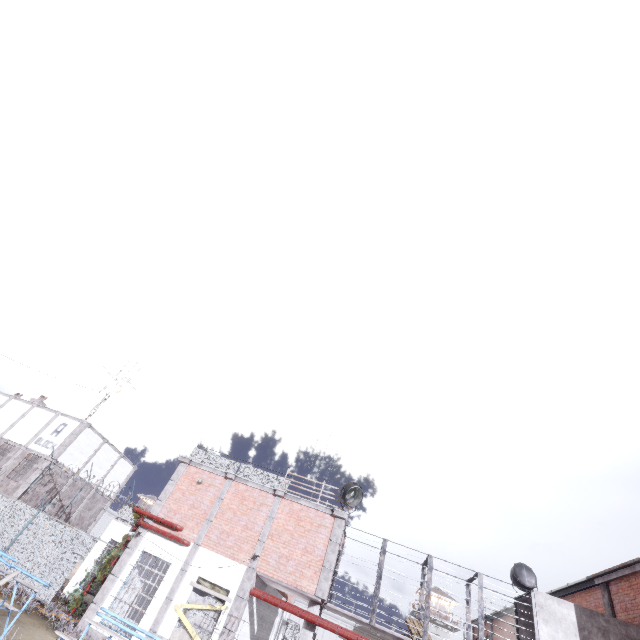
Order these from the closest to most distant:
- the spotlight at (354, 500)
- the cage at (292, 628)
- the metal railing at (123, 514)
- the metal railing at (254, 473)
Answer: the spotlight at (354, 500)
the metal railing at (254, 473)
the metal railing at (123, 514)
the cage at (292, 628)

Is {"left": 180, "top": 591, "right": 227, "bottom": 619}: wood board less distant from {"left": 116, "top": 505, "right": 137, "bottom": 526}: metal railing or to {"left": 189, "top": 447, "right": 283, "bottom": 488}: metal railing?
{"left": 189, "top": 447, "right": 283, "bottom": 488}: metal railing

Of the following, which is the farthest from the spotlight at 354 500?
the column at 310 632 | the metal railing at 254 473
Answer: the column at 310 632

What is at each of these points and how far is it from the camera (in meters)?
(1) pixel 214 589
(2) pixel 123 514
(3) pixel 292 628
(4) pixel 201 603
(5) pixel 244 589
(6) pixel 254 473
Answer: (1) wood board, 13.58
(2) metal railing, 21.44
(3) cage, 34.19
(4) wood board, 13.27
(5) trim, 13.30
(6) metal railing, 16.89

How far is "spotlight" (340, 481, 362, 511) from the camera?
15.2 meters

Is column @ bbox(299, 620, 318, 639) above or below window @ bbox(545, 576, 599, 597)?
below

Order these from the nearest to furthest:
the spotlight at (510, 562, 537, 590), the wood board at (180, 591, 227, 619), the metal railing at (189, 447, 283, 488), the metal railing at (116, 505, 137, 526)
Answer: the wood board at (180, 591, 227, 619) → the spotlight at (510, 562, 537, 590) → the metal railing at (189, 447, 283, 488) → the metal railing at (116, 505, 137, 526)

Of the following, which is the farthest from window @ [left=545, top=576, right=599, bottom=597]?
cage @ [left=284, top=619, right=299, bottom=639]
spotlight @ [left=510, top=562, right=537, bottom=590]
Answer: cage @ [left=284, top=619, right=299, bottom=639]
